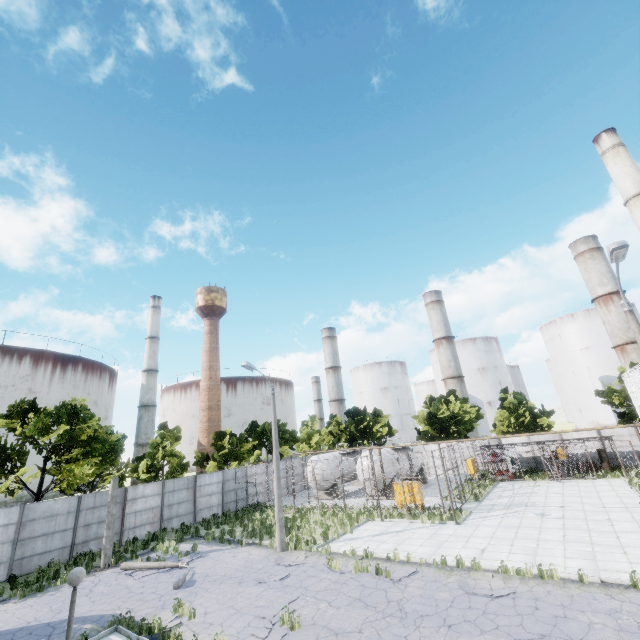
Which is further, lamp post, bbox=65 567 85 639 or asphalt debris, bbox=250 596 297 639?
asphalt debris, bbox=250 596 297 639

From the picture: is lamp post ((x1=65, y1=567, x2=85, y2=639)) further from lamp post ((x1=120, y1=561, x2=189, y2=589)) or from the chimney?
the chimney

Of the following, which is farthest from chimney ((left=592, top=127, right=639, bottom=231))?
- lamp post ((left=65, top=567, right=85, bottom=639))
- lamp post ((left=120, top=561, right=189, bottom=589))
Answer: lamp post ((left=65, top=567, right=85, bottom=639))

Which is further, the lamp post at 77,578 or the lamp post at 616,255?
the lamp post at 616,255

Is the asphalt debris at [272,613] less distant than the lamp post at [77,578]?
No

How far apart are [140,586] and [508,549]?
16.9 meters

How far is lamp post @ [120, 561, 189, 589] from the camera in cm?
1412

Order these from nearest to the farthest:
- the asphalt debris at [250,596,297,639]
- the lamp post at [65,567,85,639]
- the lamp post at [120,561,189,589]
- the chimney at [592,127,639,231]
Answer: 1. the lamp post at [65,567,85,639]
2. the asphalt debris at [250,596,297,639]
3. the lamp post at [120,561,189,589]
4. the chimney at [592,127,639,231]
